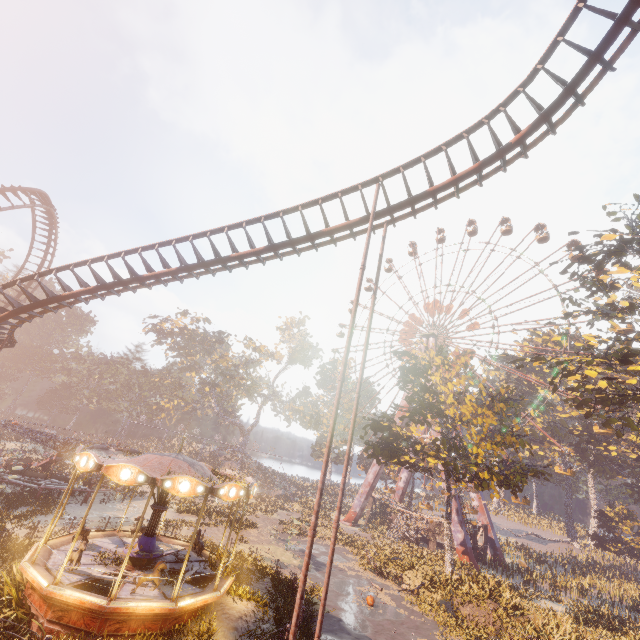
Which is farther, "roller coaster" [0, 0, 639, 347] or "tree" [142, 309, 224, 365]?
"tree" [142, 309, 224, 365]

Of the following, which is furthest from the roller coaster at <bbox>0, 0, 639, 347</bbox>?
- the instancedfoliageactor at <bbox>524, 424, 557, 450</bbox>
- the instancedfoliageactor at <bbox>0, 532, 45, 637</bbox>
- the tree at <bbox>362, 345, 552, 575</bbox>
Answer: the instancedfoliageactor at <bbox>524, 424, 557, 450</bbox>

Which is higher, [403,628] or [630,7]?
[630,7]

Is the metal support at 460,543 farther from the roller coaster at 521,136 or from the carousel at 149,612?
the roller coaster at 521,136

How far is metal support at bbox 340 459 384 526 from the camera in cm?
4153

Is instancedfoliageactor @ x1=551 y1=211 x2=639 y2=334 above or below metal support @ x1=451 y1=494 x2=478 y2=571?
above

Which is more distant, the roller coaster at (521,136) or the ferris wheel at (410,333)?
the ferris wheel at (410,333)

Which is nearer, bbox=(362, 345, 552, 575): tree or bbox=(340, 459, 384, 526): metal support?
bbox=(362, 345, 552, 575): tree
